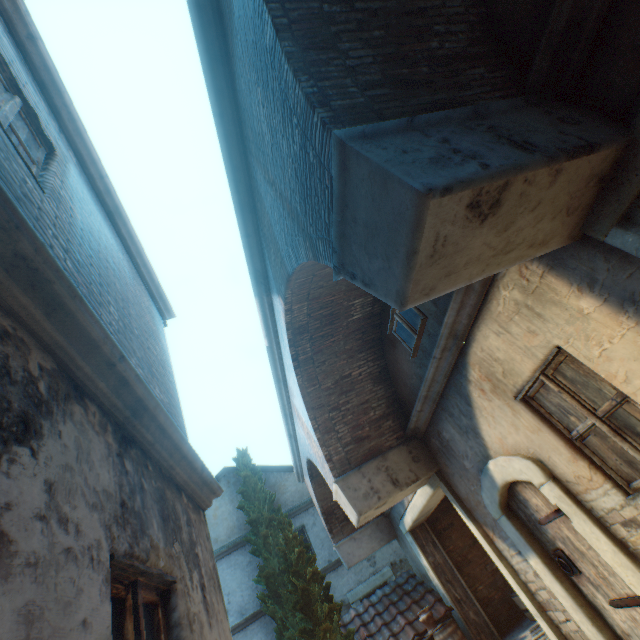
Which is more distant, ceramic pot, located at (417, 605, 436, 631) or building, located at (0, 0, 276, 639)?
ceramic pot, located at (417, 605, 436, 631)

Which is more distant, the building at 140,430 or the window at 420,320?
the window at 420,320

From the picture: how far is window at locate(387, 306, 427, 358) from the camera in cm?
525

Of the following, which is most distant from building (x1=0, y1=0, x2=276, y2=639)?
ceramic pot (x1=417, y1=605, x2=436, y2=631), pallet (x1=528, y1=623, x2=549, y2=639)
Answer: ceramic pot (x1=417, y1=605, x2=436, y2=631)

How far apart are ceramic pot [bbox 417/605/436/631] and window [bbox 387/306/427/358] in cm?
691

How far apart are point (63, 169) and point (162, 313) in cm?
344

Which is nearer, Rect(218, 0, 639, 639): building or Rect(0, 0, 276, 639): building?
Rect(0, 0, 276, 639): building

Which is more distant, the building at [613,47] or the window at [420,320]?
the window at [420,320]
